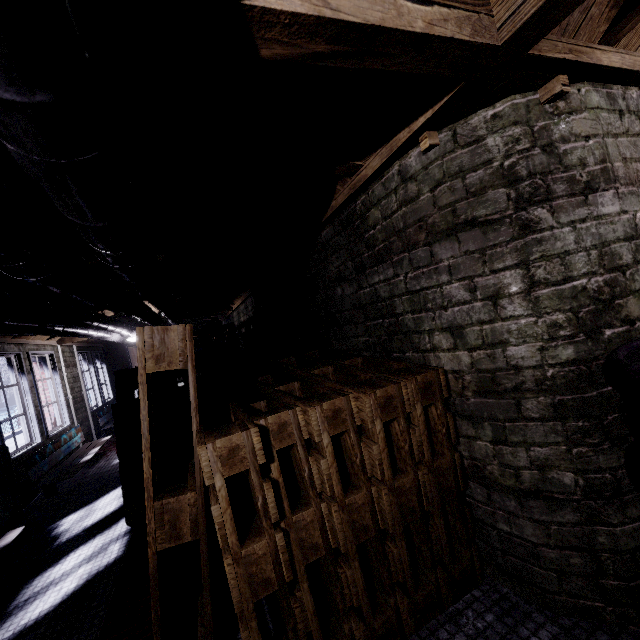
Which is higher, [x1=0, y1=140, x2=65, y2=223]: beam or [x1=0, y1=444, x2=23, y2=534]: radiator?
[x1=0, y1=140, x2=65, y2=223]: beam

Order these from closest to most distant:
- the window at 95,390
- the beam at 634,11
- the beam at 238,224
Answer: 1. the beam at 634,11
2. the beam at 238,224
3. the window at 95,390

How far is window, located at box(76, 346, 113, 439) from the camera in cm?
674

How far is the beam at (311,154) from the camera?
1.2m

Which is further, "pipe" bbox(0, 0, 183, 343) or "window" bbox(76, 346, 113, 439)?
"window" bbox(76, 346, 113, 439)

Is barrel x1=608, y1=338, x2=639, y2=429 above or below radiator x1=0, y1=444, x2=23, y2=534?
above

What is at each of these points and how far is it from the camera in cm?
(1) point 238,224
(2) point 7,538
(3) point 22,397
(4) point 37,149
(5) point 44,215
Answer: (1) beam, 228
(2) bench, 257
(3) window, 434
(4) pipe, 62
(5) beam, 187

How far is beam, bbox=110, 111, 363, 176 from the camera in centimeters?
125cm
